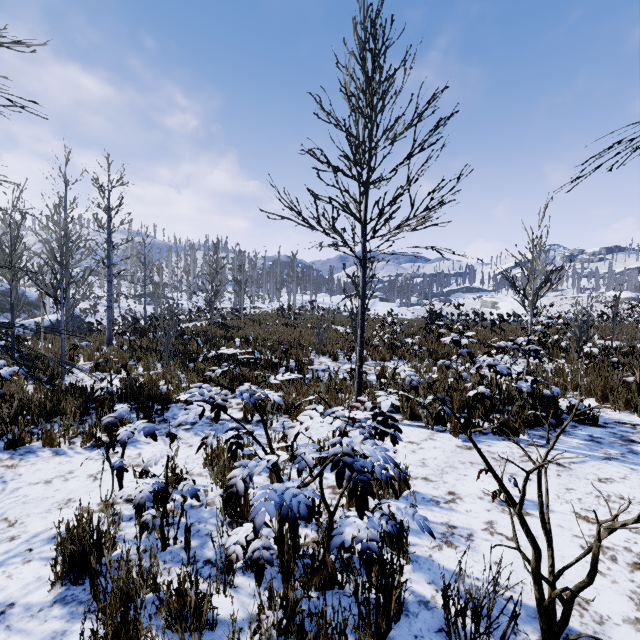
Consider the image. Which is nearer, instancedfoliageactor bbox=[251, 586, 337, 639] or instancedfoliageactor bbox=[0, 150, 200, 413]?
instancedfoliageactor bbox=[251, 586, 337, 639]

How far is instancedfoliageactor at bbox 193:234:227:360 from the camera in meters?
11.5

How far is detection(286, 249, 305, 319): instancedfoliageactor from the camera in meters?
23.1

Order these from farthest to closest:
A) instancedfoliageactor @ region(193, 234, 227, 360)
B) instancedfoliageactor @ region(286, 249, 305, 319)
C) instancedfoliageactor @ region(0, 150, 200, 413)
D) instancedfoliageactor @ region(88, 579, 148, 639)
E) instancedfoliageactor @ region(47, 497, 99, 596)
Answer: instancedfoliageactor @ region(286, 249, 305, 319), instancedfoliageactor @ region(193, 234, 227, 360), instancedfoliageactor @ region(0, 150, 200, 413), instancedfoliageactor @ region(47, 497, 99, 596), instancedfoliageactor @ region(88, 579, 148, 639)

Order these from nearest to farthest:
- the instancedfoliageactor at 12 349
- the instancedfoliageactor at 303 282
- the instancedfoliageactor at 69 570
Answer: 1. the instancedfoliageactor at 69 570
2. the instancedfoliageactor at 12 349
3. the instancedfoliageactor at 303 282

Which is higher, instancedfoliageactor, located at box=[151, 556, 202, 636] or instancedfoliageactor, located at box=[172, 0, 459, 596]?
instancedfoliageactor, located at box=[172, 0, 459, 596]

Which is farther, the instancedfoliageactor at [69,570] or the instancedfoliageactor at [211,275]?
the instancedfoliageactor at [211,275]

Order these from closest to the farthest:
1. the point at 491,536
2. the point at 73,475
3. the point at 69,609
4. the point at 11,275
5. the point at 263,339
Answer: the point at 69,609
the point at 491,536
the point at 73,475
the point at 11,275
the point at 263,339
